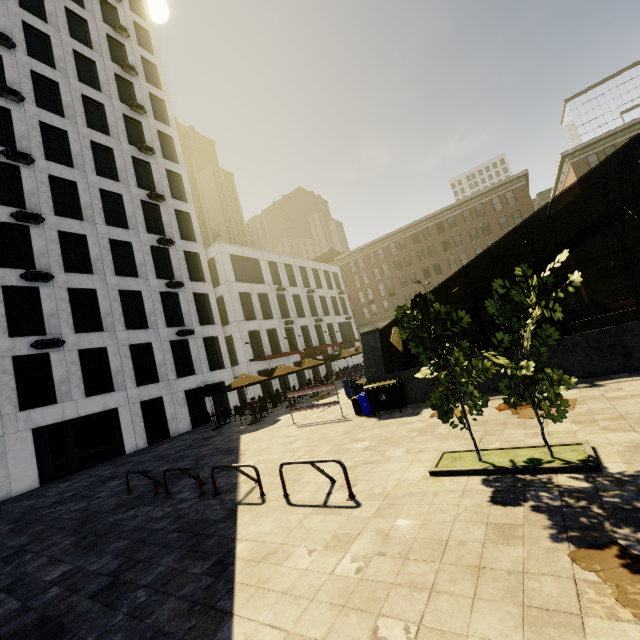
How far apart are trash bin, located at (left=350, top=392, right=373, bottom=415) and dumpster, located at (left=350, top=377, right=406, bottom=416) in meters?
0.1 m

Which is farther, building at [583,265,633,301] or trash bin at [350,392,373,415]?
building at [583,265,633,301]

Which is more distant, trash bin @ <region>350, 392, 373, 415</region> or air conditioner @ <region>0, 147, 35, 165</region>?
air conditioner @ <region>0, 147, 35, 165</region>

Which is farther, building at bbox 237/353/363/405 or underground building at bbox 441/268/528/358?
building at bbox 237/353/363/405

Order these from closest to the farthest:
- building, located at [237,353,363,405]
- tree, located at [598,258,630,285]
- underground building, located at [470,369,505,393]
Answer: underground building, located at [470,369,505,393]
tree, located at [598,258,630,285]
building, located at [237,353,363,405]

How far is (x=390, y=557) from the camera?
3.9m

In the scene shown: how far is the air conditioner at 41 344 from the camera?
17.41m

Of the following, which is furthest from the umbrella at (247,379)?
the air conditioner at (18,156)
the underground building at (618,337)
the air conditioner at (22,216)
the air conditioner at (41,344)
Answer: the air conditioner at (18,156)
